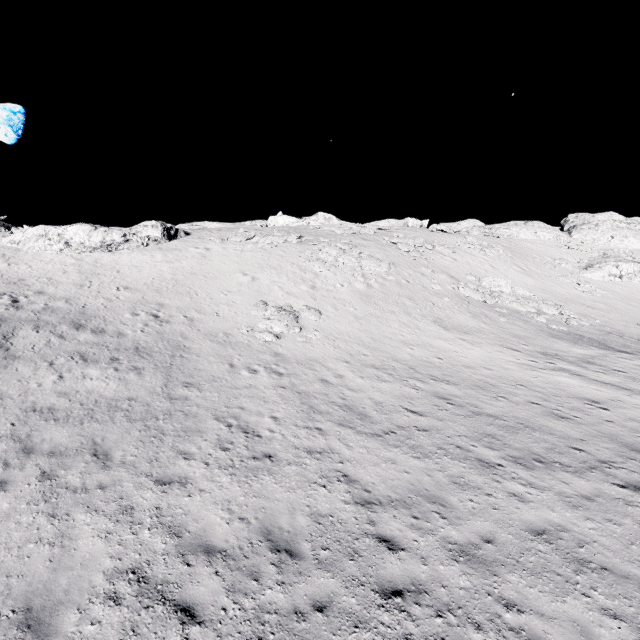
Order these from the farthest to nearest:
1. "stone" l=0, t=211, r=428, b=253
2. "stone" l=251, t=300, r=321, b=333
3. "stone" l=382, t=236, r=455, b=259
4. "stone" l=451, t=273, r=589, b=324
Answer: "stone" l=382, t=236, r=455, b=259 → "stone" l=0, t=211, r=428, b=253 → "stone" l=451, t=273, r=589, b=324 → "stone" l=251, t=300, r=321, b=333

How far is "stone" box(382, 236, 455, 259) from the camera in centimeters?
3311cm

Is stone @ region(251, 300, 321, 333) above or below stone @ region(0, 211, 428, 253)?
below

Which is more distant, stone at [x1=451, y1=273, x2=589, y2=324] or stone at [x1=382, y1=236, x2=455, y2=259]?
stone at [x1=382, y1=236, x2=455, y2=259]

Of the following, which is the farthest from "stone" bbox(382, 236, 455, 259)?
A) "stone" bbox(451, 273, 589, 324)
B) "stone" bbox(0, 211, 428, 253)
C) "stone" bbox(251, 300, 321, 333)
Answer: "stone" bbox(0, 211, 428, 253)

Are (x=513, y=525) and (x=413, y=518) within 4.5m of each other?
yes

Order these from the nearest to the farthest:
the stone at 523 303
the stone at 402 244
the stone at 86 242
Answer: the stone at 523 303, the stone at 86 242, the stone at 402 244

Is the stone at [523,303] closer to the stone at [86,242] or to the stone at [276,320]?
the stone at [276,320]
